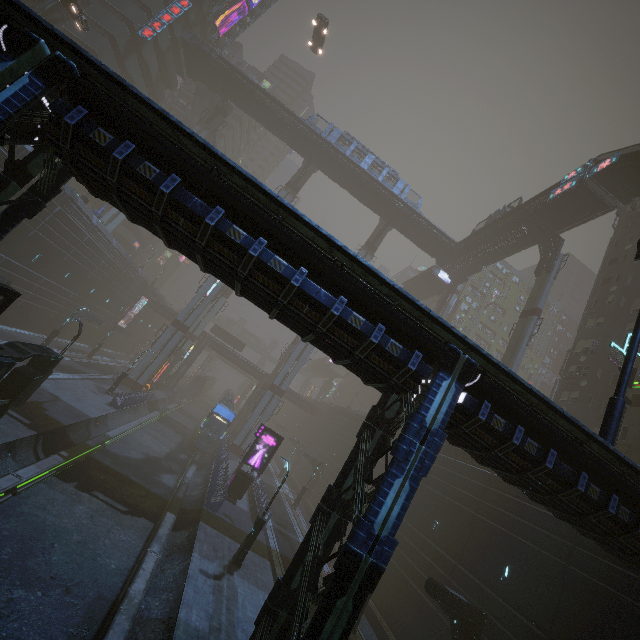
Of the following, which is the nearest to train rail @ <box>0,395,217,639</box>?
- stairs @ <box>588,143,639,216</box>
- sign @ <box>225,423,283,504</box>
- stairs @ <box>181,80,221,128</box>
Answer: sign @ <box>225,423,283,504</box>

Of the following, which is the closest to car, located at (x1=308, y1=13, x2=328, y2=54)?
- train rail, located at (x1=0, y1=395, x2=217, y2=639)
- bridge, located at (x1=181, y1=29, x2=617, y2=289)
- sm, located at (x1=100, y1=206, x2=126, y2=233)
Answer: bridge, located at (x1=181, y1=29, x2=617, y2=289)

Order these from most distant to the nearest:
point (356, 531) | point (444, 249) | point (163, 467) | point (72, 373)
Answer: point (444, 249) < point (72, 373) < point (163, 467) < point (356, 531)

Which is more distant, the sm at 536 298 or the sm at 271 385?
the sm at 271 385

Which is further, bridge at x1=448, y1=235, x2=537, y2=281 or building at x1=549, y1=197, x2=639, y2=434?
bridge at x1=448, y1=235, x2=537, y2=281

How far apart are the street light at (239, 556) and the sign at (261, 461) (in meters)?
7.92

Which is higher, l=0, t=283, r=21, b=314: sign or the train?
l=0, t=283, r=21, b=314: sign

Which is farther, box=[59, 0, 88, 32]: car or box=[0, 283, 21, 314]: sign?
box=[59, 0, 88, 32]: car
